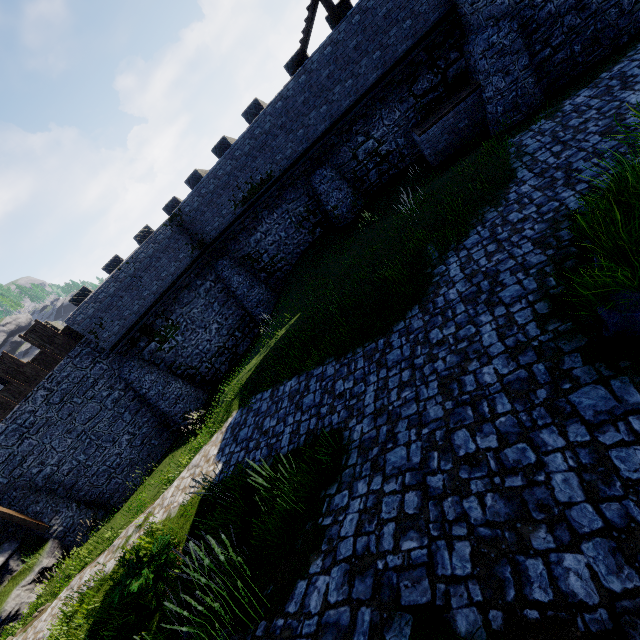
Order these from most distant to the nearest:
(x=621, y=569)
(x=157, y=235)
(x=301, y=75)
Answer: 1. (x=157, y=235)
2. (x=301, y=75)
3. (x=621, y=569)

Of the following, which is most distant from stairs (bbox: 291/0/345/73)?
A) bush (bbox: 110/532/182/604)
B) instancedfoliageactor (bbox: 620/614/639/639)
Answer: instancedfoliageactor (bbox: 620/614/639/639)

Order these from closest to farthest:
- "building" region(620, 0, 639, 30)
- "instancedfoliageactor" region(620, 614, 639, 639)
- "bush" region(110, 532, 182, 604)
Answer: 1. "instancedfoliageactor" region(620, 614, 639, 639)
2. "bush" region(110, 532, 182, 604)
3. "building" region(620, 0, 639, 30)

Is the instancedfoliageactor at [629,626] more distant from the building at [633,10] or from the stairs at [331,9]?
the stairs at [331,9]

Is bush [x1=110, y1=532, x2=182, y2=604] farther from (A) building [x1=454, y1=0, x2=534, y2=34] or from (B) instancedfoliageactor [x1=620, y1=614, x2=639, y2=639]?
(A) building [x1=454, y1=0, x2=534, y2=34]

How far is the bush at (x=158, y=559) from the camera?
7.1 meters

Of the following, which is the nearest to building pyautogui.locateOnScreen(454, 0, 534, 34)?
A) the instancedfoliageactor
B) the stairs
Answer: the stairs

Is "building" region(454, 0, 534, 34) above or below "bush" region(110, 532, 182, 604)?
above
